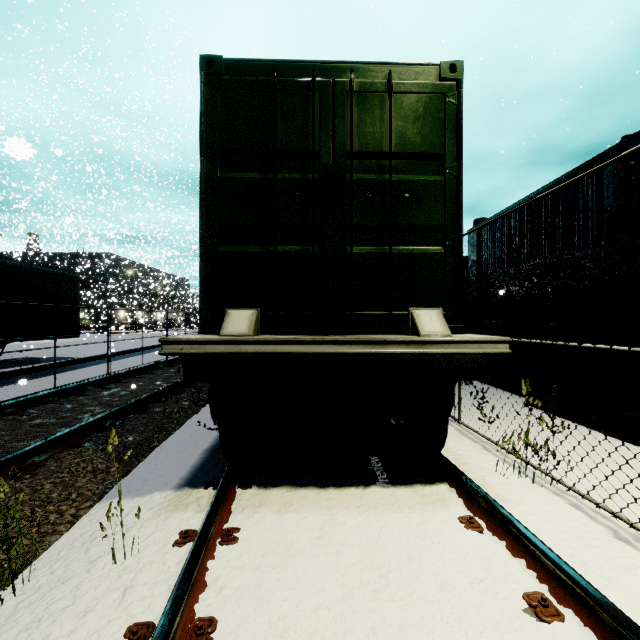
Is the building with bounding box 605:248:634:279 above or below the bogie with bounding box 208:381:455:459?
above

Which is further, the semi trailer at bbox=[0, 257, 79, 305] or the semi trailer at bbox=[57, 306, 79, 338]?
the semi trailer at bbox=[57, 306, 79, 338]

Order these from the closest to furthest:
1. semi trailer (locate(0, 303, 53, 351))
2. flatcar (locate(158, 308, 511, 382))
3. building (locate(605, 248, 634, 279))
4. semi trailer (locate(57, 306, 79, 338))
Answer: flatcar (locate(158, 308, 511, 382))
building (locate(605, 248, 634, 279))
semi trailer (locate(0, 303, 53, 351))
semi trailer (locate(57, 306, 79, 338))

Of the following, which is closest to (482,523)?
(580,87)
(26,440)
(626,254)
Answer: (26,440)

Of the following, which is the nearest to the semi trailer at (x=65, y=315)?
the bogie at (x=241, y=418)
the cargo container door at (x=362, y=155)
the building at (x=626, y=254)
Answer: the building at (x=626, y=254)

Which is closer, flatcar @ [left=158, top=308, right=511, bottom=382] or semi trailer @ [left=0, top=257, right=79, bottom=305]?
flatcar @ [left=158, top=308, right=511, bottom=382]

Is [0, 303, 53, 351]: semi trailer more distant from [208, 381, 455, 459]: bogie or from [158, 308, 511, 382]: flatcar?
[208, 381, 455, 459]: bogie

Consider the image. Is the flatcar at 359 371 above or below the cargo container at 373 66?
below
